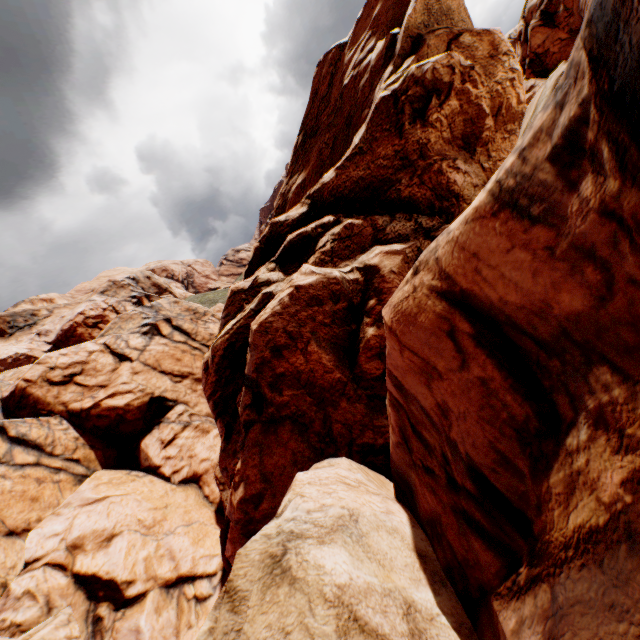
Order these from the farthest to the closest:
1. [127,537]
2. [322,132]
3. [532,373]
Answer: [322,132] → [127,537] → [532,373]
